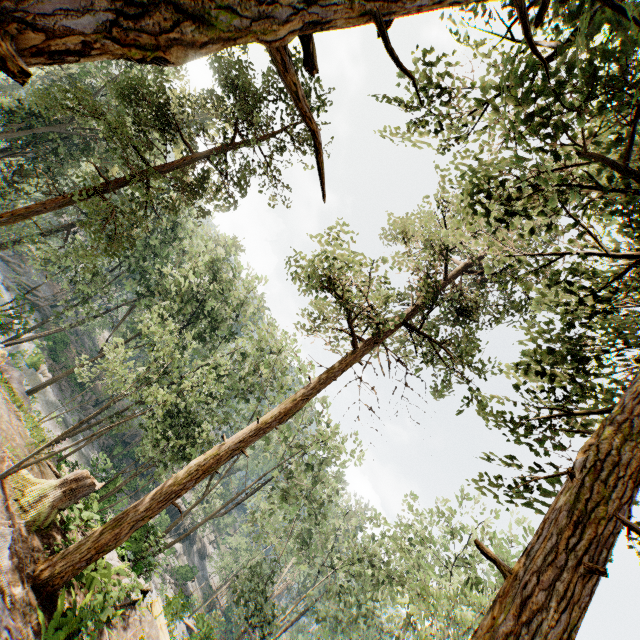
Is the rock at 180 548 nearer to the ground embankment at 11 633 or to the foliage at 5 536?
the foliage at 5 536

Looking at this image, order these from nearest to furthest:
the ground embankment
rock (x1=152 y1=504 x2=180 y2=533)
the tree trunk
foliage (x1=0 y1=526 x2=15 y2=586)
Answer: the ground embankment
foliage (x1=0 y1=526 x2=15 y2=586)
the tree trunk
rock (x1=152 y1=504 x2=180 y2=533)

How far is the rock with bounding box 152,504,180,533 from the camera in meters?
39.9

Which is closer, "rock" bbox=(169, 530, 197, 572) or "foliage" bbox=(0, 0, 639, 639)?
"foliage" bbox=(0, 0, 639, 639)

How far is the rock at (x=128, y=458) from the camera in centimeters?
3976cm

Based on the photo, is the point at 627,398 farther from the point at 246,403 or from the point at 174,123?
the point at 246,403
